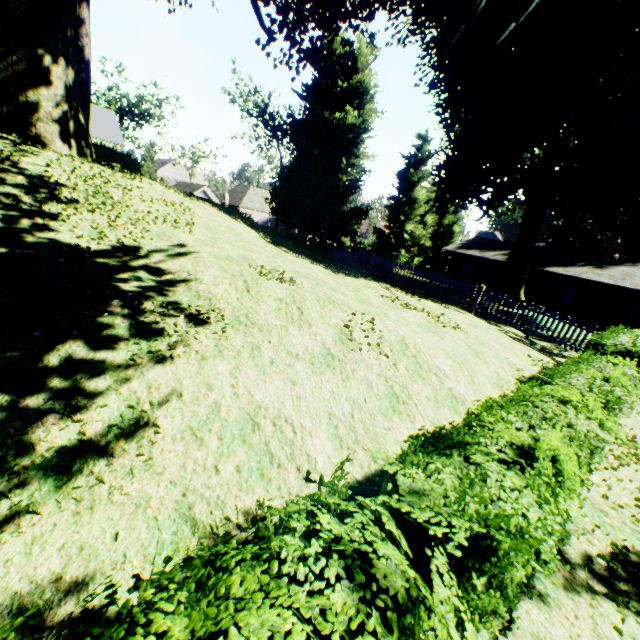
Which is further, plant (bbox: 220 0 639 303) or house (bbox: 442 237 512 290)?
house (bbox: 442 237 512 290)

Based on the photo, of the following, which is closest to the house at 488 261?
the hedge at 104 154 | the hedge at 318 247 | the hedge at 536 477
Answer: the hedge at 318 247

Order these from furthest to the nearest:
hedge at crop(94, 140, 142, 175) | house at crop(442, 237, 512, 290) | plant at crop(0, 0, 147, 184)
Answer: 1. house at crop(442, 237, 512, 290)
2. hedge at crop(94, 140, 142, 175)
3. plant at crop(0, 0, 147, 184)

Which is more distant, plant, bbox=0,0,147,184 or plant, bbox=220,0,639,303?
plant, bbox=220,0,639,303

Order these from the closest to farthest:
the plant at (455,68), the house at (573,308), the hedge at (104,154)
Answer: the plant at (455,68) < the hedge at (104,154) < the house at (573,308)

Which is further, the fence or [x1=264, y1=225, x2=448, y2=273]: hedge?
[x1=264, y1=225, x2=448, y2=273]: hedge

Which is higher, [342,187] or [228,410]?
[342,187]

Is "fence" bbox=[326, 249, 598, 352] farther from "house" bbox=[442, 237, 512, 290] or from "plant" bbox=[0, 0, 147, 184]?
"house" bbox=[442, 237, 512, 290]
